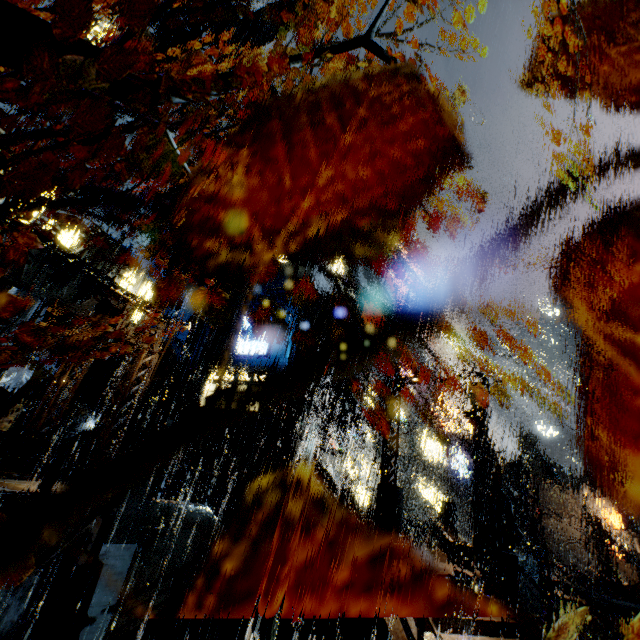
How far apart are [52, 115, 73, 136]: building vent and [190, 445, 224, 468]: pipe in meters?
19.4 m

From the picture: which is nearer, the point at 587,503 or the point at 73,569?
the point at 73,569

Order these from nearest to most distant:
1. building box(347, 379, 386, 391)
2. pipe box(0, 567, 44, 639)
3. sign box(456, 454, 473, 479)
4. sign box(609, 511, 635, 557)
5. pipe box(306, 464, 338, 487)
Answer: pipe box(0, 567, 44, 639) → pipe box(306, 464, 338, 487) → building box(347, 379, 386, 391) → sign box(609, 511, 635, 557) → sign box(456, 454, 473, 479)

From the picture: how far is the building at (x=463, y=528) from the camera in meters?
26.7

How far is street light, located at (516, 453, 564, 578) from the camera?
19.1 meters

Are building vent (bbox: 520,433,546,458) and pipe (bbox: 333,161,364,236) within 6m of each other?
no

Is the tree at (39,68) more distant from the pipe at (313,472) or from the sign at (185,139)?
the pipe at (313,472)

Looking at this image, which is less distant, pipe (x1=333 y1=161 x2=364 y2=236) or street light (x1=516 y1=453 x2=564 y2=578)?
street light (x1=516 y1=453 x2=564 y2=578)
